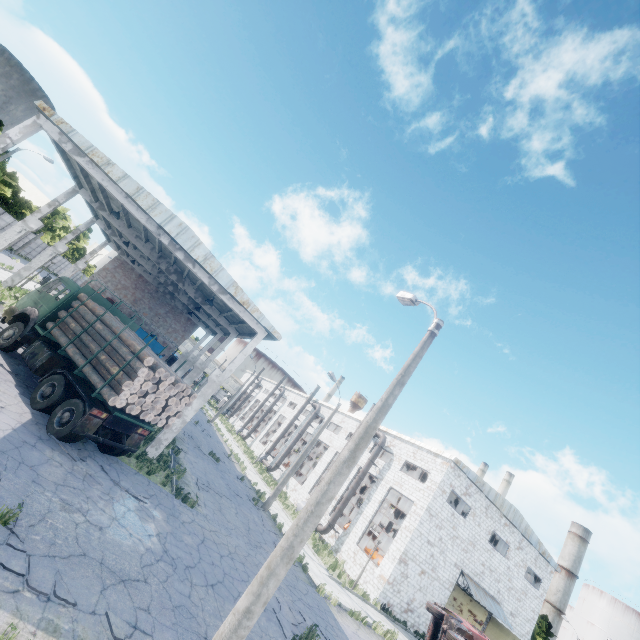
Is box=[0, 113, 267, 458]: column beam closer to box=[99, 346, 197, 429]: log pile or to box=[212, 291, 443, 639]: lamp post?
box=[99, 346, 197, 429]: log pile

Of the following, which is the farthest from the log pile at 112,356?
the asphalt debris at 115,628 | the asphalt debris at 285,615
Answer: the asphalt debris at 285,615

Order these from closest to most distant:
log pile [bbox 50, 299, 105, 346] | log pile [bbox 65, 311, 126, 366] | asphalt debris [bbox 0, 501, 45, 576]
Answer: asphalt debris [bbox 0, 501, 45, 576] < log pile [bbox 65, 311, 126, 366] < log pile [bbox 50, 299, 105, 346]

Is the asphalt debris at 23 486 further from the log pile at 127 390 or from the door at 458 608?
the door at 458 608

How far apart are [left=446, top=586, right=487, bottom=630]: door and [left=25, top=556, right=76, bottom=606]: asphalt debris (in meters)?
28.06

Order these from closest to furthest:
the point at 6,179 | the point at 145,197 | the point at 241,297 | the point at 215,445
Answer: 1. the point at 145,197
2. the point at 241,297
3. the point at 215,445
4. the point at 6,179

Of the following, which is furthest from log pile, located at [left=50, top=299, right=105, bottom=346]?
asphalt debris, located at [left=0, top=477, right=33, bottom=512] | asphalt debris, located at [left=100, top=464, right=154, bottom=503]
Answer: asphalt debris, located at [left=0, top=477, right=33, bottom=512]

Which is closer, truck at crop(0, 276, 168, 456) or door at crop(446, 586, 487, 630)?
truck at crop(0, 276, 168, 456)
